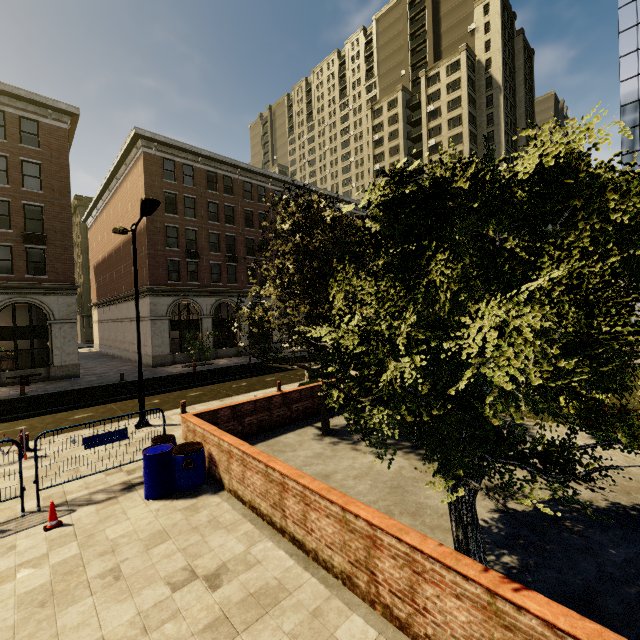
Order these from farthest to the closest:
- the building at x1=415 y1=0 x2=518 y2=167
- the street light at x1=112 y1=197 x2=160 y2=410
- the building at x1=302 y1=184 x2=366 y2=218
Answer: the building at x1=415 y1=0 x2=518 y2=167, the building at x1=302 y1=184 x2=366 y2=218, the street light at x1=112 y1=197 x2=160 y2=410

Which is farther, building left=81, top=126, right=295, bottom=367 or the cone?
building left=81, top=126, right=295, bottom=367

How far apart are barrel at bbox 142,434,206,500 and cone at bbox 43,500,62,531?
1.4 meters

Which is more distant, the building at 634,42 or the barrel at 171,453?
the building at 634,42

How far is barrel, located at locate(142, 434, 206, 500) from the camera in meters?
7.1

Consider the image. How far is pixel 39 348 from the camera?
22.8 meters

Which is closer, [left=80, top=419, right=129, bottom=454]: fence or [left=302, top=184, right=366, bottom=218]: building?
[left=80, top=419, right=129, bottom=454]: fence

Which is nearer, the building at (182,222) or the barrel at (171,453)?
the barrel at (171,453)
